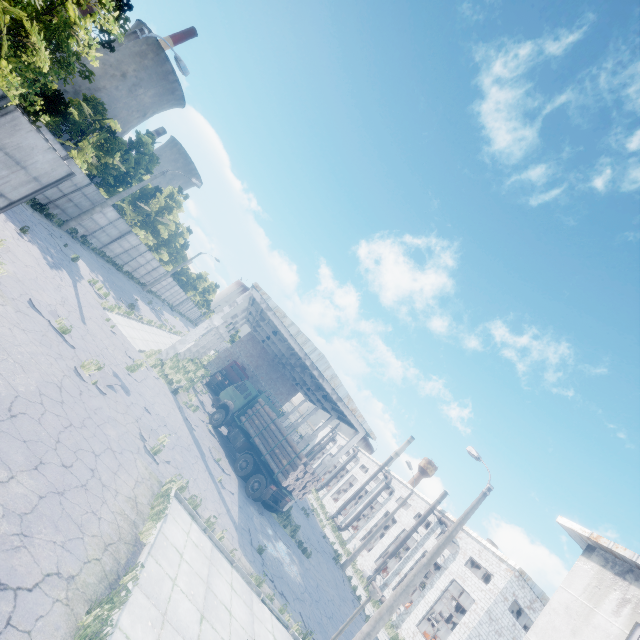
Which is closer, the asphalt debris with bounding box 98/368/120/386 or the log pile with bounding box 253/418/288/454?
the asphalt debris with bounding box 98/368/120/386

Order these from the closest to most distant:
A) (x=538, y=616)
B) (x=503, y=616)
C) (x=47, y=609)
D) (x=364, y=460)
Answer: (x=47, y=609), (x=538, y=616), (x=503, y=616), (x=364, y=460)

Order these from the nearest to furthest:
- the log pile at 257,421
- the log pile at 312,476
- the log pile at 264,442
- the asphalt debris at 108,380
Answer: the asphalt debris at 108,380 < the log pile at 312,476 < the log pile at 264,442 < the log pile at 257,421

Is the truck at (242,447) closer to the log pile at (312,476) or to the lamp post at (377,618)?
the log pile at (312,476)

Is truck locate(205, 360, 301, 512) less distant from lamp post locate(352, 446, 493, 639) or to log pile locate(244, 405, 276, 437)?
log pile locate(244, 405, 276, 437)

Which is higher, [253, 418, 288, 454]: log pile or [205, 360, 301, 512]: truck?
[253, 418, 288, 454]: log pile

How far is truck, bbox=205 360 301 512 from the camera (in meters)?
17.62

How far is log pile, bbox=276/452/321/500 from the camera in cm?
1733
